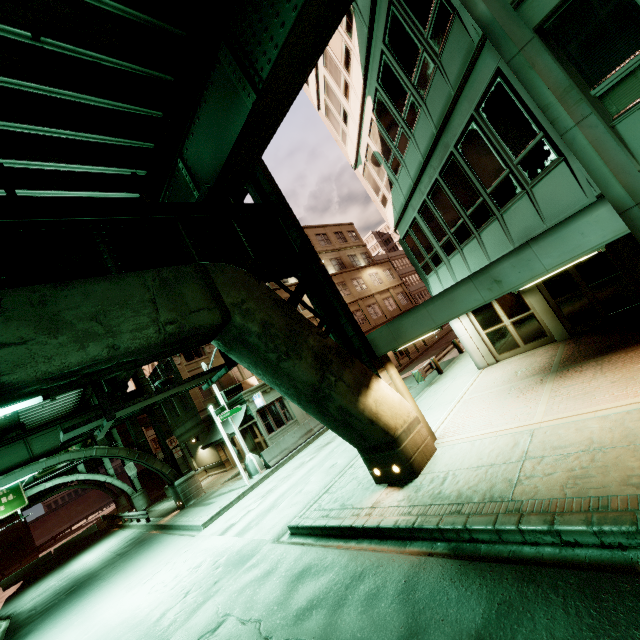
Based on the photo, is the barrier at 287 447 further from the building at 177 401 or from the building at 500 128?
the building at 500 128

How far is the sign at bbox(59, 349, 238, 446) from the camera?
6.2 meters

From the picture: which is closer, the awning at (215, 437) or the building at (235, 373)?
the awning at (215, 437)

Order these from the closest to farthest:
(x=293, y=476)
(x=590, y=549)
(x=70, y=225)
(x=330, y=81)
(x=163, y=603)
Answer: (x=590, y=549), (x=70, y=225), (x=163, y=603), (x=330, y=81), (x=293, y=476)

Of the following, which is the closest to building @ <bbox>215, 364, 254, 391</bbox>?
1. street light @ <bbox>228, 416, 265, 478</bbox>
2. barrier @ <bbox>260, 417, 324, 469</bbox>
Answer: barrier @ <bbox>260, 417, 324, 469</bbox>

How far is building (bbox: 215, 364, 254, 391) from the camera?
29.1 meters

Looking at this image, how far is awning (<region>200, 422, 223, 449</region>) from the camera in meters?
23.3 m

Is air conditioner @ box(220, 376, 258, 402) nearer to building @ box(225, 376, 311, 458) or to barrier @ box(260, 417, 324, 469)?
building @ box(225, 376, 311, 458)
